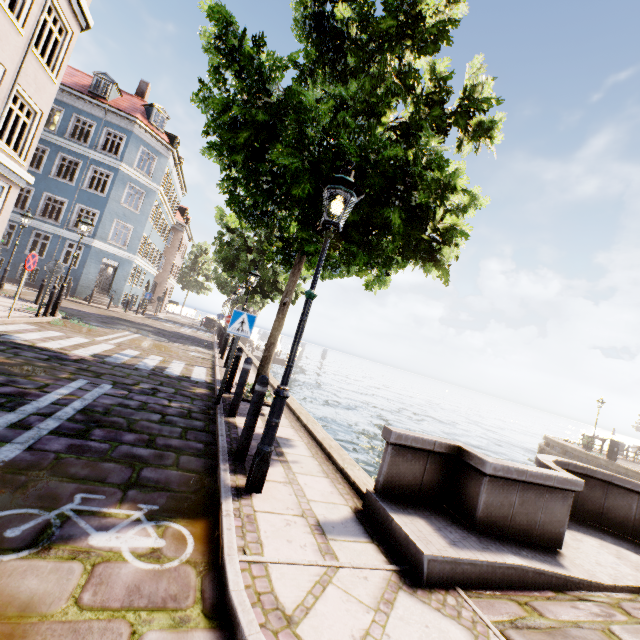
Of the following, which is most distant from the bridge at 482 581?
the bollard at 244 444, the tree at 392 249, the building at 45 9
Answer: the building at 45 9

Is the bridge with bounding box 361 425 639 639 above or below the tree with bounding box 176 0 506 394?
below

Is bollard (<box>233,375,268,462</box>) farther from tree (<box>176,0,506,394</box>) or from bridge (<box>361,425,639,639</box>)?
tree (<box>176,0,506,394</box>)

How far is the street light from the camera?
3.47m

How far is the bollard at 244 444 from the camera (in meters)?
4.11

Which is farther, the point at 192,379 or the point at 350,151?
the point at 192,379

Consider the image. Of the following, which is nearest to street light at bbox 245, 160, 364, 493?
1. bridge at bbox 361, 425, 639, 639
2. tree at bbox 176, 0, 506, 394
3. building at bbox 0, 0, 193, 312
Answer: tree at bbox 176, 0, 506, 394

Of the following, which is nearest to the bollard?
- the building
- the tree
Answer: the tree
